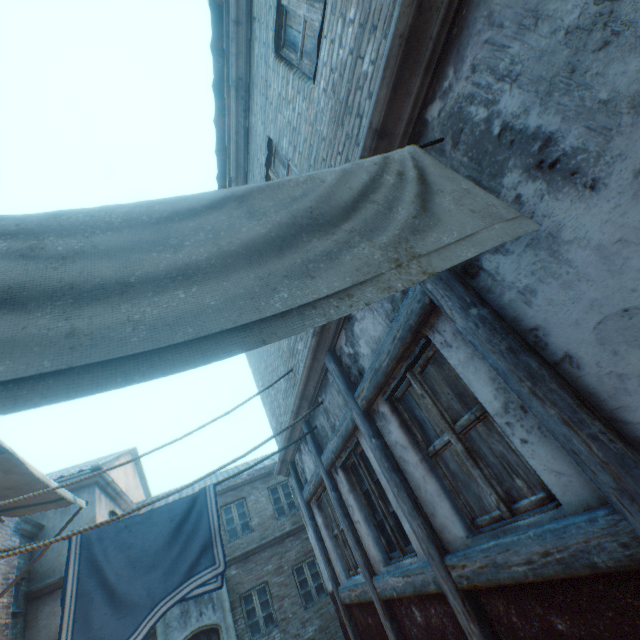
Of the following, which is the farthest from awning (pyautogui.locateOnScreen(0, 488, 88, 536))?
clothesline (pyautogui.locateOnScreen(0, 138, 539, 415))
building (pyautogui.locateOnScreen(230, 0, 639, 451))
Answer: clothesline (pyautogui.locateOnScreen(0, 138, 539, 415))

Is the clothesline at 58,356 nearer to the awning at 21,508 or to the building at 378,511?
the building at 378,511

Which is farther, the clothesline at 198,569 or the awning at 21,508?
the awning at 21,508

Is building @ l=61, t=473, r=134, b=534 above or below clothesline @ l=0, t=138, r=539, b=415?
above

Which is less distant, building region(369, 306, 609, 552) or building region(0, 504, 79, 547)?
building region(369, 306, 609, 552)

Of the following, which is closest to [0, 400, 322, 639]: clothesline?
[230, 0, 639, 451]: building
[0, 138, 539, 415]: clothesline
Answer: [230, 0, 639, 451]: building

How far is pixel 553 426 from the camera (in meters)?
1.66

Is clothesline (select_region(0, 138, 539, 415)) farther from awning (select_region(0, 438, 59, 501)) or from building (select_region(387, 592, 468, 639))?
awning (select_region(0, 438, 59, 501))
